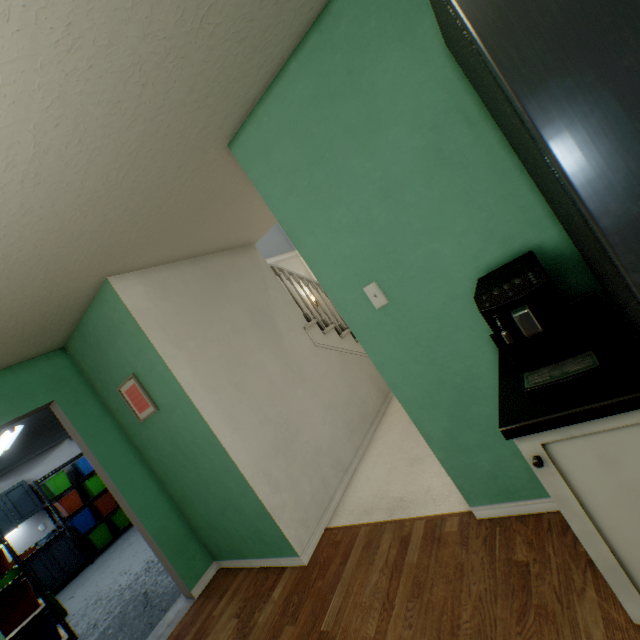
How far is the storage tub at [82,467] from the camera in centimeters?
689cm

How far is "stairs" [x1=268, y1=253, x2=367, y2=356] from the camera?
3.69m

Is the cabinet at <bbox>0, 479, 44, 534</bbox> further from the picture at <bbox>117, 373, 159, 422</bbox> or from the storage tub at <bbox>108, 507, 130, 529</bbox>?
the picture at <bbox>117, 373, 159, 422</bbox>

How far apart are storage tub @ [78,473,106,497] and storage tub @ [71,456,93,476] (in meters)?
0.13

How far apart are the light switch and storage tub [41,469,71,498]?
8.2 meters

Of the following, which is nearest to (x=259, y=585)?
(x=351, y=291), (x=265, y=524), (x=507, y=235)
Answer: (x=265, y=524)

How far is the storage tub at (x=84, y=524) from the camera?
6.4 meters

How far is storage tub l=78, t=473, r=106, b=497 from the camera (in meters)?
6.87
